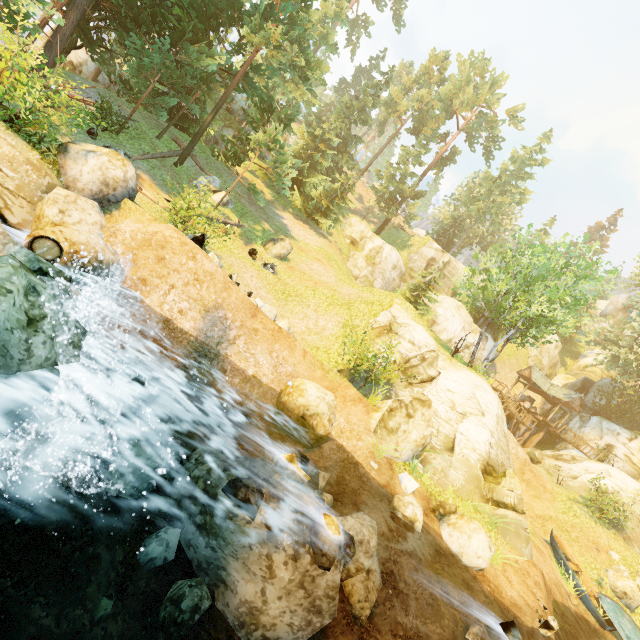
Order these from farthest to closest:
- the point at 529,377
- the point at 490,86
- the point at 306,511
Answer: the point at 490,86, the point at 529,377, the point at 306,511

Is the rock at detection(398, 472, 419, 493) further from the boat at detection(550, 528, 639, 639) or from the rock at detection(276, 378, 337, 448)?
the boat at detection(550, 528, 639, 639)

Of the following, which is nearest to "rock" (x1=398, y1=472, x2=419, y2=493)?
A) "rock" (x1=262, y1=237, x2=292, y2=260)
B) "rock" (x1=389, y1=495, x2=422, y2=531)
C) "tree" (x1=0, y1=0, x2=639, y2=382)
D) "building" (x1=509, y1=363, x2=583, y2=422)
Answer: "rock" (x1=389, y1=495, x2=422, y2=531)

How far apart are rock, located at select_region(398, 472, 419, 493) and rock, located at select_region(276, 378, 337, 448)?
2.55m

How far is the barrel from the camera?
6.96m

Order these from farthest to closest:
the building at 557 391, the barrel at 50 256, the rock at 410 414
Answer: the building at 557 391, the rock at 410 414, the barrel at 50 256

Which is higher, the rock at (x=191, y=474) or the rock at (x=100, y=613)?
the rock at (x=191, y=474)

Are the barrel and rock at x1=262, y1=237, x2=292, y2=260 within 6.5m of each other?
no
